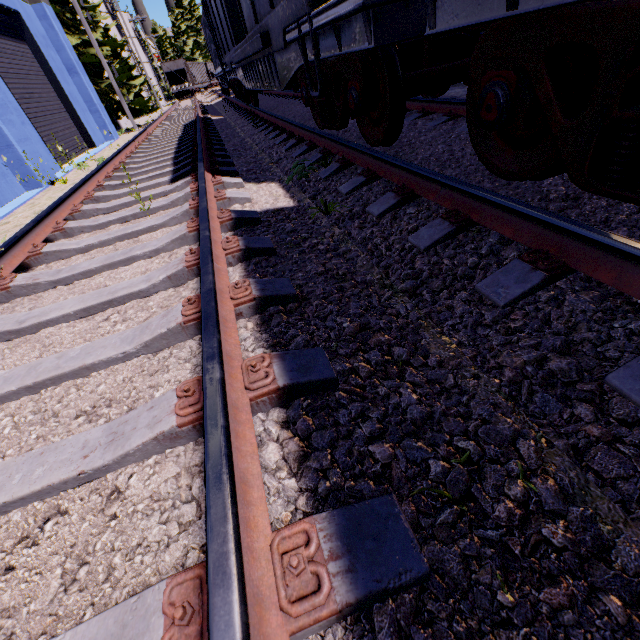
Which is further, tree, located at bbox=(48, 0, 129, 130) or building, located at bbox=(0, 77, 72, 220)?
tree, located at bbox=(48, 0, 129, 130)

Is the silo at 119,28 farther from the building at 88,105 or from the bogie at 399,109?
the bogie at 399,109

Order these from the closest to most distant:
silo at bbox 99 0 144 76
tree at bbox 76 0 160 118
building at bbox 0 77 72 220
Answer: building at bbox 0 77 72 220
tree at bbox 76 0 160 118
silo at bbox 99 0 144 76

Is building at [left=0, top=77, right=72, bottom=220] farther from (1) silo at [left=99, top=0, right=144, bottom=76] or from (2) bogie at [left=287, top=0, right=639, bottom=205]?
(1) silo at [left=99, top=0, right=144, bottom=76]

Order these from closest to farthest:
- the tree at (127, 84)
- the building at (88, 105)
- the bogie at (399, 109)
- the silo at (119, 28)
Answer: the bogie at (399, 109) < the building at (88, 105) < the tree at (127, 84) < the silo at (119, 28)

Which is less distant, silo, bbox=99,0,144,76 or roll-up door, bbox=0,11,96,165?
roll-up door, bbox=0,11,96,165

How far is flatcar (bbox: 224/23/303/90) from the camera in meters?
4.4 m

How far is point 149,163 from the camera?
7.14m
